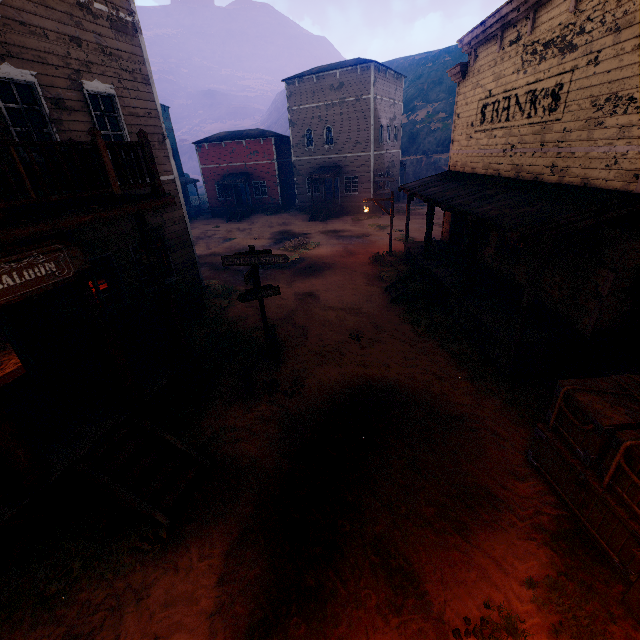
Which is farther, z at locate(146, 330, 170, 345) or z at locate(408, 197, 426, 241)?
z at locate(408, 197, 426, 241)

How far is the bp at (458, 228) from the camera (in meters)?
14.93

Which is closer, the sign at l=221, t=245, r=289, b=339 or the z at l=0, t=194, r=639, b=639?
the z at l=0, t=194, r=639, b=639

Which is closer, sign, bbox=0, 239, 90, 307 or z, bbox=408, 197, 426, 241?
sign, bbox=0, 239, 90, 307

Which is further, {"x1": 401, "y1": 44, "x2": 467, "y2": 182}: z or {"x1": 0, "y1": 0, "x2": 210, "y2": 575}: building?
{"x1": 401, "y1": 44, "x2": 467, "y2": 182}: z

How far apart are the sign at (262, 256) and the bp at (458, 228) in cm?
989

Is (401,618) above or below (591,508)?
below

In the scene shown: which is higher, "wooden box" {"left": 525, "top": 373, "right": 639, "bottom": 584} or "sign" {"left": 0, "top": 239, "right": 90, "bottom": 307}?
"sign" {"left": 0, "top": 239, "right": 90, "bottom": 307}
